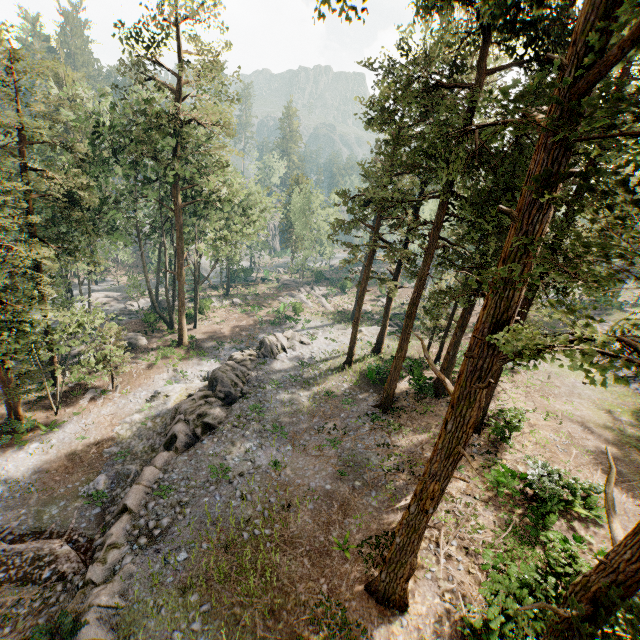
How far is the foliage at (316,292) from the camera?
47.8m

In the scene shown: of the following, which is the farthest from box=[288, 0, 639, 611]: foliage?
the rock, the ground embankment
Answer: the rock

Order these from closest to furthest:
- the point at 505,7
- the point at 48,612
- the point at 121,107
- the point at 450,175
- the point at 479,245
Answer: the point at 505,7
the point at 48,612
the point at 450,175
the point at 479,245
the point at 121,107

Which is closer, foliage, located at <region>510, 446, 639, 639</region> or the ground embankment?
foliage, located at <region>510, 446, 639, 639</region>

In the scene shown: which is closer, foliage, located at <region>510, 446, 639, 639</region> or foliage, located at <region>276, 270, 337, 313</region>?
foliage, located at <region>510, 446, 639, 639</region>

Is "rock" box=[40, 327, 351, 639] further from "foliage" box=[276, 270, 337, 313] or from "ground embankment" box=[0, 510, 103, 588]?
"foliage" box=[276, 270, 337, 313]

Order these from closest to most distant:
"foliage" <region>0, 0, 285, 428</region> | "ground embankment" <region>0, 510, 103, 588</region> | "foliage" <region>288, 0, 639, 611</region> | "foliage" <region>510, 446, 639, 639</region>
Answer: "foliage" <region>510, 446, 639, 639</region>
"foliage" <region>288, 0, 639, 611</region>
"ground embankment" <region>0, 510, 103, 588</region>
"foliage" <region>0, 0, 285, 428</region>

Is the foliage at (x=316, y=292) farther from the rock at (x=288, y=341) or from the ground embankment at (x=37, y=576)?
the rock at (x=288, y=341)
